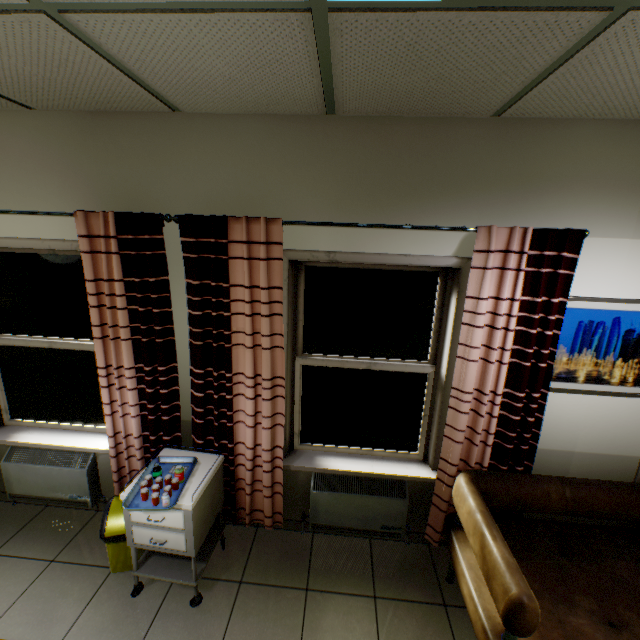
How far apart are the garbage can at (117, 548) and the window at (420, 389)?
1.3m

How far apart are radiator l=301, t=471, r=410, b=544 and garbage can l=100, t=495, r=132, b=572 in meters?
1.3 m

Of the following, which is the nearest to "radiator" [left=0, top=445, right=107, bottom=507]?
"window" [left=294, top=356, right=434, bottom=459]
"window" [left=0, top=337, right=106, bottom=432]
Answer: "window" [left=0, top=337, right=106, bottom=432]

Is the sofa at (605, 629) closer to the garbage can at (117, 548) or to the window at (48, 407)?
the garbage can at (117, 548)

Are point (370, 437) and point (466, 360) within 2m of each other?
yes

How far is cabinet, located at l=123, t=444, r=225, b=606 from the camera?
2.1m

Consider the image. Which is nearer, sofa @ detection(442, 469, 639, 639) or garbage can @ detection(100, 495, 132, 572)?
sofa @ detection(442, 469, 639, 639)

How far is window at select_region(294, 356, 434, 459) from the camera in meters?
2.6
